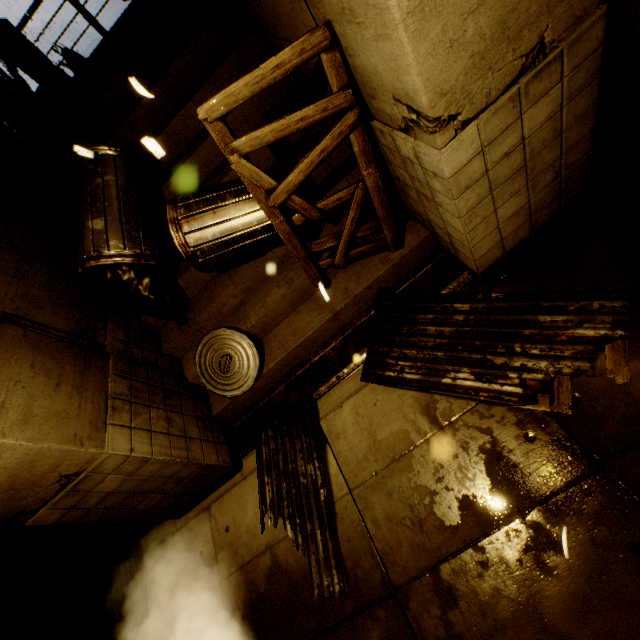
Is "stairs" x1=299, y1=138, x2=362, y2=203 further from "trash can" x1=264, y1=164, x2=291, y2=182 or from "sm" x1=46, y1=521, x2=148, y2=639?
"sm" x1=46, y1=521, x2=148, y2=639

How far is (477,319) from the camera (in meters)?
3.40

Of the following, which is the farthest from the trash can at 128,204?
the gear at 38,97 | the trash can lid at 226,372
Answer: the gear at 38,97

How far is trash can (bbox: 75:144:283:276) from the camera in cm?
356

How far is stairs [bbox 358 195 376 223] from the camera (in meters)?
3.99

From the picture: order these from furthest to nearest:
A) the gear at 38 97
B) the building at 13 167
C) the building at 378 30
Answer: the gear at 38 97 → the building at 13 167 → the building at 378 30

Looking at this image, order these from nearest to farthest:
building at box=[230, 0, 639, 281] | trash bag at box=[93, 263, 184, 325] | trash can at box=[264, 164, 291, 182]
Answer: building at box=[230, 0, 639, 281]
trash can at box=[264, 164, 291, 182]
trash bag at box=[93, 263, 184, 325]
